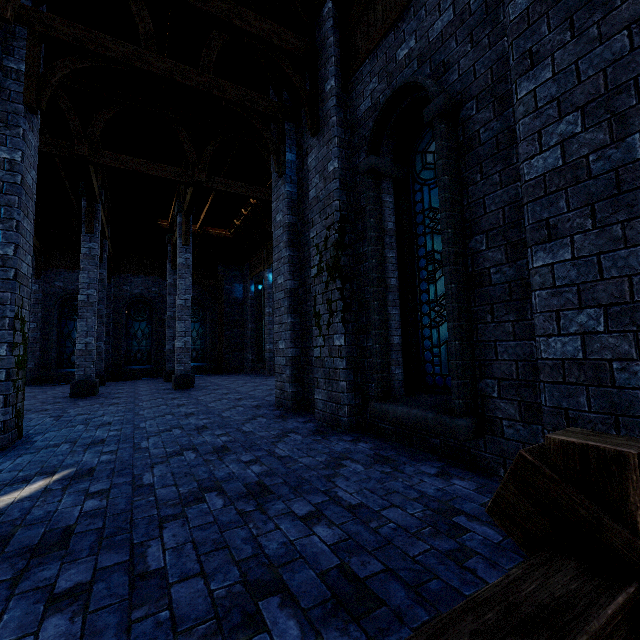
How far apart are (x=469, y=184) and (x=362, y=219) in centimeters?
192cm

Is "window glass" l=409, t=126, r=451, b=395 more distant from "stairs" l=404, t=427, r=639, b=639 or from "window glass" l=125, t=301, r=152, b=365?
"window glass" l=125, t=301, r=152, b=365

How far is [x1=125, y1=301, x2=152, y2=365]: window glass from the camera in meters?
18.2

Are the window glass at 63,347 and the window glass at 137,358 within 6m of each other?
yes

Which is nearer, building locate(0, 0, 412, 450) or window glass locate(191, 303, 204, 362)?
building locate(0, 0, 412, 450)

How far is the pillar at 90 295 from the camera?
10.5m

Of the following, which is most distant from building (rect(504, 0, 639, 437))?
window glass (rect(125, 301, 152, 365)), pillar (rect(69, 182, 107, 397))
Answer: window glass (rect(125, 301, 152, 365))

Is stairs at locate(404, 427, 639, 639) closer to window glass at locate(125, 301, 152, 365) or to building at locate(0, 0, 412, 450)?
building at locate(0, 0, 412, 450)
